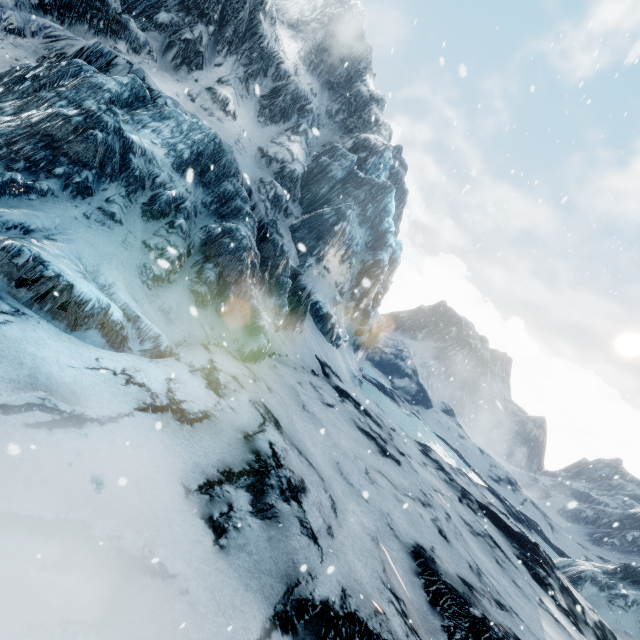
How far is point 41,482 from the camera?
3.5 meters
